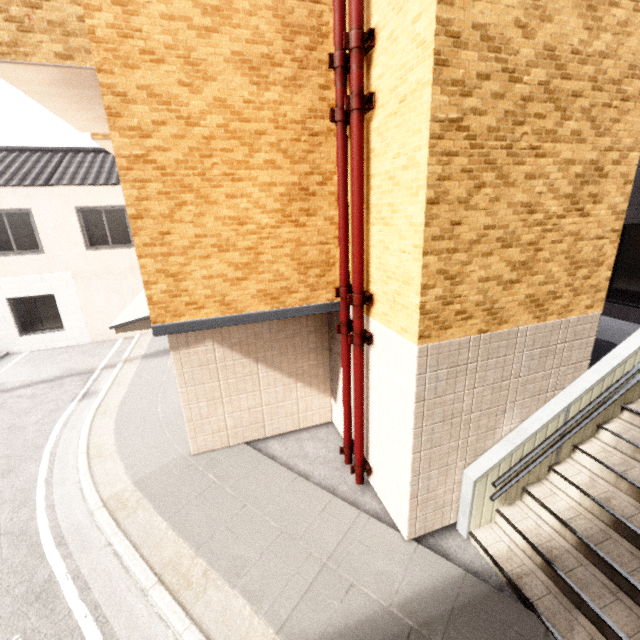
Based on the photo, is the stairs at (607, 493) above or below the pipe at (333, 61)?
below

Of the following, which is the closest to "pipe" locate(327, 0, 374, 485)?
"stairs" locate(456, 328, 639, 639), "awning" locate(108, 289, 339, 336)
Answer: "awning" locate(108, 289, 339, 336)

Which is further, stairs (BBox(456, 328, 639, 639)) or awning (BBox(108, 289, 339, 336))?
awning (BBox(108, 289, 339, 336))

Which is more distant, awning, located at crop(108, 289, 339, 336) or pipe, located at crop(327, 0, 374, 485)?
awning, located at crop(108, 289, 339, 336)

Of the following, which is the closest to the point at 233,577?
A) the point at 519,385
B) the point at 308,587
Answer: the point at 308,587

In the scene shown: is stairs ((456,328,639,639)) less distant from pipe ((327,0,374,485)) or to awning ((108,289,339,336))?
pipe ((327,0,374,485))

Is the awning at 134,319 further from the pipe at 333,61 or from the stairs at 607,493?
the stairs at 607,493
